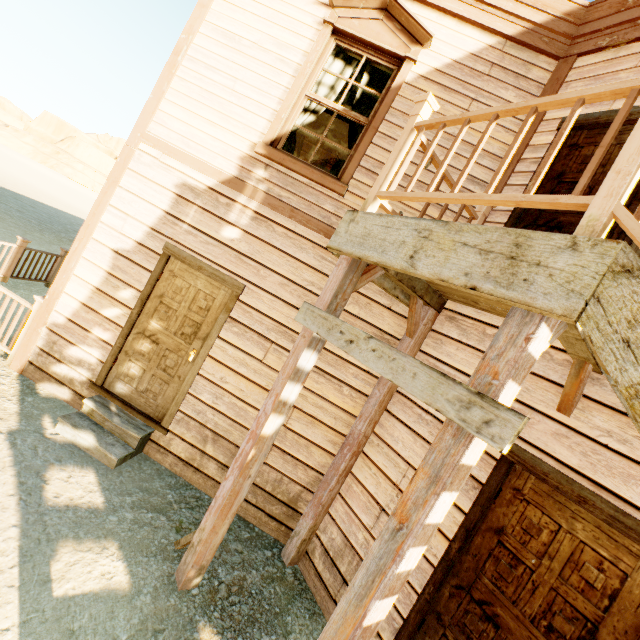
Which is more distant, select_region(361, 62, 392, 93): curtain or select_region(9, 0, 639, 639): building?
select_region(361, 62, 392, 93): curtain

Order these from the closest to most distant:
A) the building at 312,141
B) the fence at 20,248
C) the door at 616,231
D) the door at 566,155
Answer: the door at 616,231 < the door at 566,155 < the fence at 20,248 < the building at 312,141

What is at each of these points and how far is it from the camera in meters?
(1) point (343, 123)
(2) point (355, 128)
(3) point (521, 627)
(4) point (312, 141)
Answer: (1) building, 7.0 m
(2) curtain, 4.2 m
(3) door, 2.3 m
(4) building, 7.2 m

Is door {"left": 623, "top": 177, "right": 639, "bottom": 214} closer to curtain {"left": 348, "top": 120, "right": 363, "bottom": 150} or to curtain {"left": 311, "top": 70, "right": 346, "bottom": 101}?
curtain {"left": 348, "top": 120, "right": 363, "bottom": 150}

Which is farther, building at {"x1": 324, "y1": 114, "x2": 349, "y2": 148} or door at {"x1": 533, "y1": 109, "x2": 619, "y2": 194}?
building at {"x1": 324, "y1": 114, "x2": 349, "y2": 148}

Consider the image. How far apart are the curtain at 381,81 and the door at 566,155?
1.96m

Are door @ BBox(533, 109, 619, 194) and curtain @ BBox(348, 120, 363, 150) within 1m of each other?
no

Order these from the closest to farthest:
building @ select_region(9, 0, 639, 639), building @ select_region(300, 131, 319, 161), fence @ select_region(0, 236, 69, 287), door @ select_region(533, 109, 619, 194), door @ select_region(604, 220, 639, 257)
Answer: building @ select_region(9, 0, 639, 639) < door @ select_region(604, 220, 639, 257) < door @ select_region(533, 109, 619, 194) < fence @ select_region(0, 236, 69, 287) < building @ select_region(300, 131, 319, 161)
